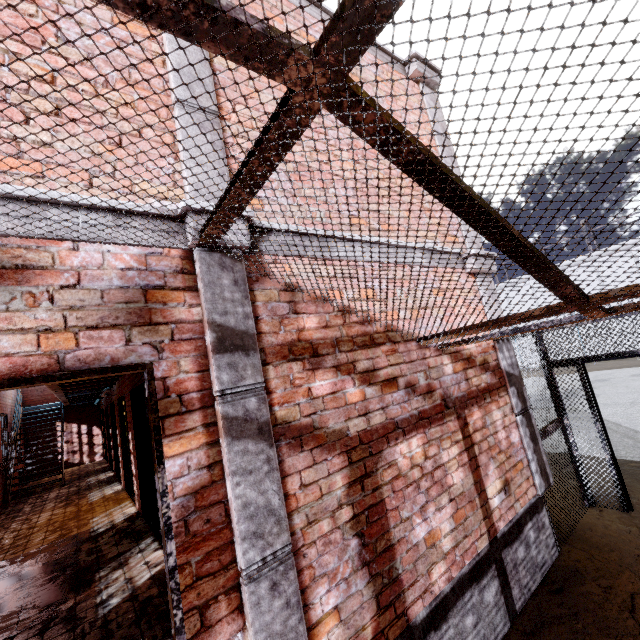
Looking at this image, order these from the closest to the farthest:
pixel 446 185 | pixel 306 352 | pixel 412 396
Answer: pixel 446 185 < pixel 306 352 < pixel 412 396

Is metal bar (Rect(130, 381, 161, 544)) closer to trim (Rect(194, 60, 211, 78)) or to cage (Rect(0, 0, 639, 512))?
trim (Rect(194, 60, 211, 78))

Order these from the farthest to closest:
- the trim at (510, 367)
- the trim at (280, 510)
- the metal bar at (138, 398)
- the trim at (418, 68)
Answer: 1. the metal bar at (138, 398)
2. the trim at (418, 68)
3. the trim at (510, 367)
4. the trim at (280, 510)

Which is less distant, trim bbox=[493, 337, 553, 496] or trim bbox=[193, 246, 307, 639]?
trim bbox=[193, 246, 307, 639]

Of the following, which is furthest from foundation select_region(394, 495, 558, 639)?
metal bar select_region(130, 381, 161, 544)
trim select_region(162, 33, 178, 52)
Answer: metal bar select_region(130, 381, 161, 544)

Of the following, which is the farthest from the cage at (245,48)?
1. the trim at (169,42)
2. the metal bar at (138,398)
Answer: the metal bar at (138,398)

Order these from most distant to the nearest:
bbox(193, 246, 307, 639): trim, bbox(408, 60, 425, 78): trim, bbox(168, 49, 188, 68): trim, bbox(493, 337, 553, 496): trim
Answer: bbox(408, 60, 425, 78): trim, bbox(493, 337, 553, 496): trim, bbox(168, 49, 188, 68): trim, bbox(193, 246, 307, 639): trim

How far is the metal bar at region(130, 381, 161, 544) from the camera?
5.43m
